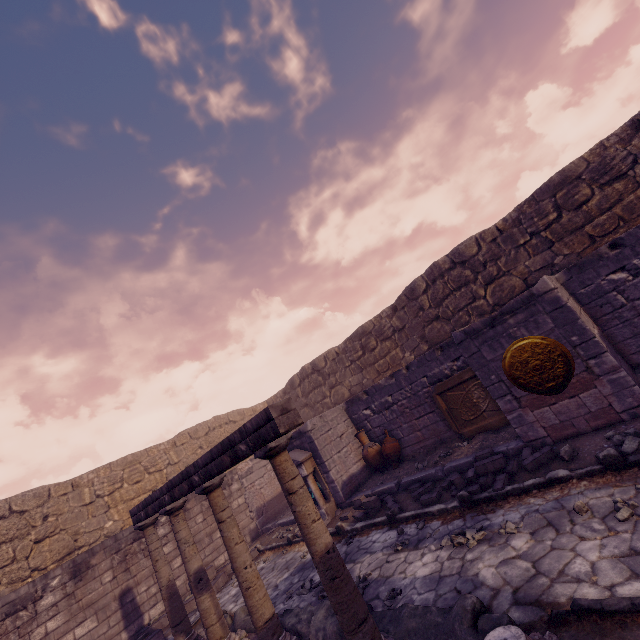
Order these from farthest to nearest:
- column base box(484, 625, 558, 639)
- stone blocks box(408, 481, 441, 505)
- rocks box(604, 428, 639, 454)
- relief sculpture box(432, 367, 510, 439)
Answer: relief sculpture box(432, 367, 510, 439) < stone blocks box(408, 481, 441, 505) < rocks box(604, 428, 639, 454) < column base box(484, 625, 558, 639)

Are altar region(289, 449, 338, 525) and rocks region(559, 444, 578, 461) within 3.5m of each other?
no

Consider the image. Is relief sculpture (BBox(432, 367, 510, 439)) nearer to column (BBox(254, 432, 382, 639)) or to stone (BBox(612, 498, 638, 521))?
stone (BBox(612, 498, 638, 521))

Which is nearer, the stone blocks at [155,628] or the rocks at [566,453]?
the rocks at [566,453]

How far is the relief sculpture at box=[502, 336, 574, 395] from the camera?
5.3m

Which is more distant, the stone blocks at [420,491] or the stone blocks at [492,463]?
the stone blocks at [420,491]

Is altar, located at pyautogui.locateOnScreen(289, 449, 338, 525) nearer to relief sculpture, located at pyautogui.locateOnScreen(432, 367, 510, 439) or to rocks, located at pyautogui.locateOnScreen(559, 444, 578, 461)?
relief sculpture, located at pyautogui.locateOnScreen(432, 367, 510, 439)

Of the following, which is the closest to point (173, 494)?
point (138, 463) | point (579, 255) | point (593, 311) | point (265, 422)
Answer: point (265, 422)
